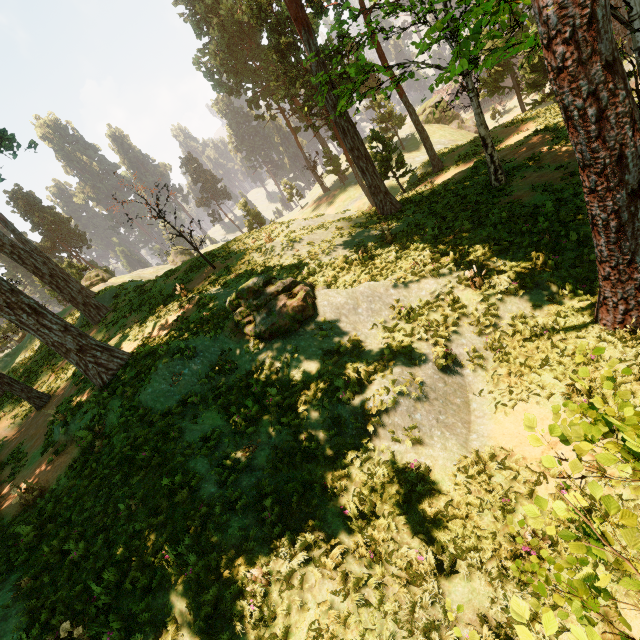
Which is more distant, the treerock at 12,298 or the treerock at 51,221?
the treerock at 51,221

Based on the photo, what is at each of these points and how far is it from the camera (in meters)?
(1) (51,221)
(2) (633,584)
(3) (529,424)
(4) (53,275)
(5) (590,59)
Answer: (1) treerock, 59.72
(2) treerock, 1.98
(3) treerock, 2.45
(4) treerock, 20.78
(5) treerock, 4.71

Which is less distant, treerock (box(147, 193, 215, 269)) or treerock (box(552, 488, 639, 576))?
treerock (box(552, 488, 639, 576))

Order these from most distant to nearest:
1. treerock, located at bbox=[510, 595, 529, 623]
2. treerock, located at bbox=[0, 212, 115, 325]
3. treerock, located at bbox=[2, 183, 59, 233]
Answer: treerock, located at bbox=[2, 183, 59, 233]
treerock, located at bbox=[0, 212, 115, 325]
treerock, located at bbox=[510, 595, 529, 623]

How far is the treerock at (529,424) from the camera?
2.4m

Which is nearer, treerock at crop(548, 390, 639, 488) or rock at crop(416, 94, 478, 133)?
treerock at crop(548, 390, 639, 488)
